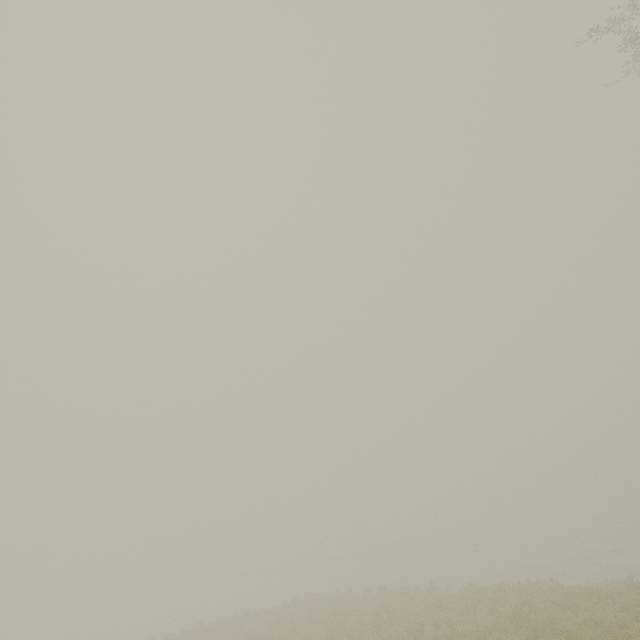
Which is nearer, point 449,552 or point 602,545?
point 602,545
